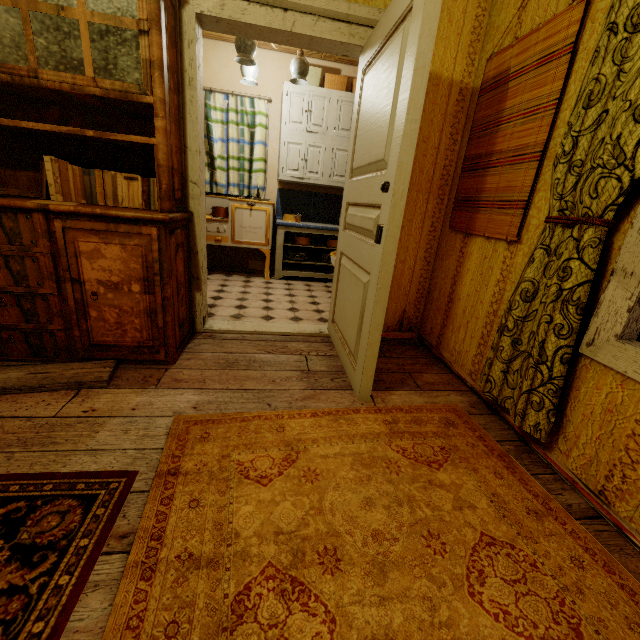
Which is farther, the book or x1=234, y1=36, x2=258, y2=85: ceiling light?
x1=234, y1=36, x2=258, y2=85: ceiling light

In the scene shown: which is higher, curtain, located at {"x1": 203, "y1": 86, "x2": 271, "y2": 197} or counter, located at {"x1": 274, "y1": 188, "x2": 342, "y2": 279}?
curtain, located at {"x1": 203, "y1": 86, "x2": 271, "y2": 197}

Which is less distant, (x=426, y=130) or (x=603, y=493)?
(x=603, y=493)

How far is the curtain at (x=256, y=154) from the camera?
4.3m

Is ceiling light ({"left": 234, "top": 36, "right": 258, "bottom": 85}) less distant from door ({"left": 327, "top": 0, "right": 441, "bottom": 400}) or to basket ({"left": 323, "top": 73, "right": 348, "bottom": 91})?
basket ({"left": 323, "top": 73, "right": 348, "bottom": 91})

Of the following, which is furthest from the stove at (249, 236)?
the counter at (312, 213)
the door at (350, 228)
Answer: the door at (350, 228)

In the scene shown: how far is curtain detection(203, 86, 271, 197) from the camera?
4.3 meters

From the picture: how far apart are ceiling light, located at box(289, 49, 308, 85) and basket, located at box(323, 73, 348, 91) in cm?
66
